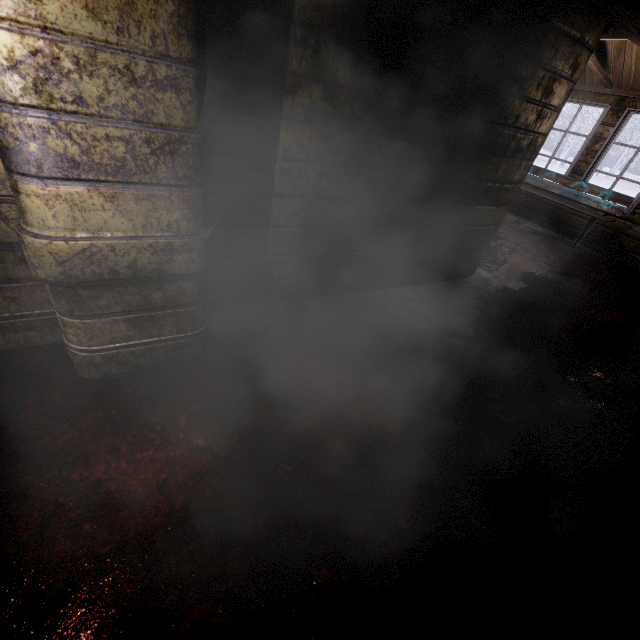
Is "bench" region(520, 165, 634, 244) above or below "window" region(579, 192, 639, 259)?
above

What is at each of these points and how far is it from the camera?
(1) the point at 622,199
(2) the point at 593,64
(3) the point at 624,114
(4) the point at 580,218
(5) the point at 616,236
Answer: (1) bench, 4.8 meters
(2) beam, 4.3 meters
(3) window, 4.7 meters
(4) window, 5.4 meters
(5) window, 5.0 meters

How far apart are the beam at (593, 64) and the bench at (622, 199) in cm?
121

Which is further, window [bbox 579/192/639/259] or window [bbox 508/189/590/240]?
window [bbox 508/189/590/240]

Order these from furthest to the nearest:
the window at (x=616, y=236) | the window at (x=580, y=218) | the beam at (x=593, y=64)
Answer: the window at (x=580, y=218), the window at (x=616, y=236), the beam at (x=593, y=64)

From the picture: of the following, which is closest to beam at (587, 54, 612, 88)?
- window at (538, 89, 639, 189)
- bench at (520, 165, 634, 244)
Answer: window at (538, 89, 639, 189)

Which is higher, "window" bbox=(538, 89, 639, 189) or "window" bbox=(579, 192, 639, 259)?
"window" bbox=(538, 89, 639, 189)

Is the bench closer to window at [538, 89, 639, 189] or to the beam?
window at [538, 89, 639, 189]
